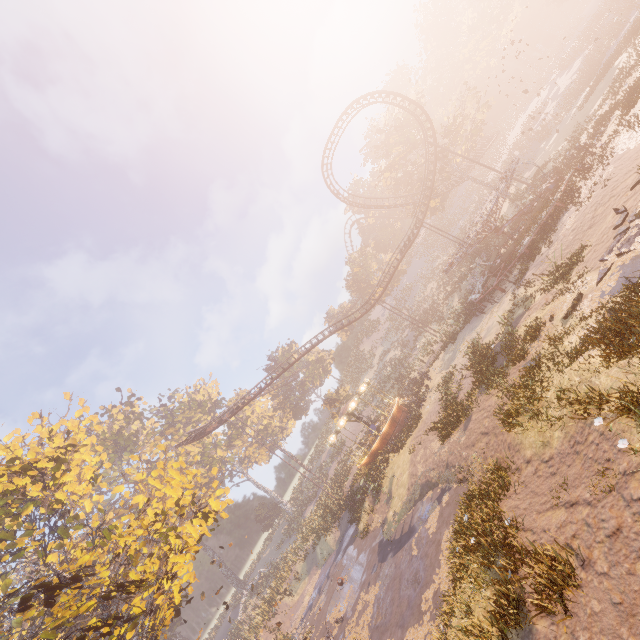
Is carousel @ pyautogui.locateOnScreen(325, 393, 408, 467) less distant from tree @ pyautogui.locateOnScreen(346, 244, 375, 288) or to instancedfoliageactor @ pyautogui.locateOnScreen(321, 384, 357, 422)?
instancedfoliageactor @ pyautogui.locateOnScreen(321, 384, 357, 422)

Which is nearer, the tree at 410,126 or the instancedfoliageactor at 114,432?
the tree at 410,126

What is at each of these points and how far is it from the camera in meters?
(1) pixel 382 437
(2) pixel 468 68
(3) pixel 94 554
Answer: (1) carousel, 28.9 m
(2) instancedfoliageactor, 60.0 m
(3) tree, 19.0 m

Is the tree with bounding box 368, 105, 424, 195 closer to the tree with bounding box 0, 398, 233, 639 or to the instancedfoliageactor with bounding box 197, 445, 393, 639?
the instancedfoliageactor with bounding box 197, 445, 393, 639

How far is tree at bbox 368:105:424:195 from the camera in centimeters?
4253cm

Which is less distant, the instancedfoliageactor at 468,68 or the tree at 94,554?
the tree at 94,554

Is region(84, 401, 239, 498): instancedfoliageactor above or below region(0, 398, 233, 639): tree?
above

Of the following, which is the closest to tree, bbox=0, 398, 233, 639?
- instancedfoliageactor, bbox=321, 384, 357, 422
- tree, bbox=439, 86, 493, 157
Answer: instancedfoliageactor, bbox=321, 384, 357, 422
